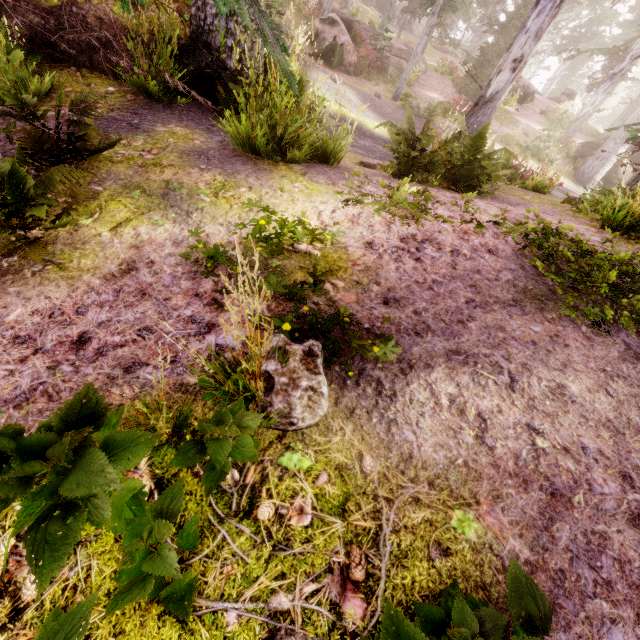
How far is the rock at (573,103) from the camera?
26.5m

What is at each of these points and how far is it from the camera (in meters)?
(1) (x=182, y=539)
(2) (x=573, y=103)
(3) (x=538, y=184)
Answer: (1) instancedfoliageactor, 1.40
(2) rock, 32.38
(3) instancedfoliageactor, 10.07

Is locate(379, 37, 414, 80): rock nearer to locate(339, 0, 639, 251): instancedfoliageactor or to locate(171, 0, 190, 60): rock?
locate(339, 0, 639, 251): instancedfoliageactor

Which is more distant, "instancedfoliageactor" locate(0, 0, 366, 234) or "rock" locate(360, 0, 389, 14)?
"rock" locate(360, 0, 389, 14)

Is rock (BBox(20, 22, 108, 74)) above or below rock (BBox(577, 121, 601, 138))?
below

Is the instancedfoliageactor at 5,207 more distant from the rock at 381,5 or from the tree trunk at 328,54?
the tree trunk at 328,54

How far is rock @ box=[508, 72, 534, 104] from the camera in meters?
24.5

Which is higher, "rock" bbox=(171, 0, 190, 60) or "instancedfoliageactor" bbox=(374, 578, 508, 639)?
"rock" bbox=(171, 0, 190, 60)
